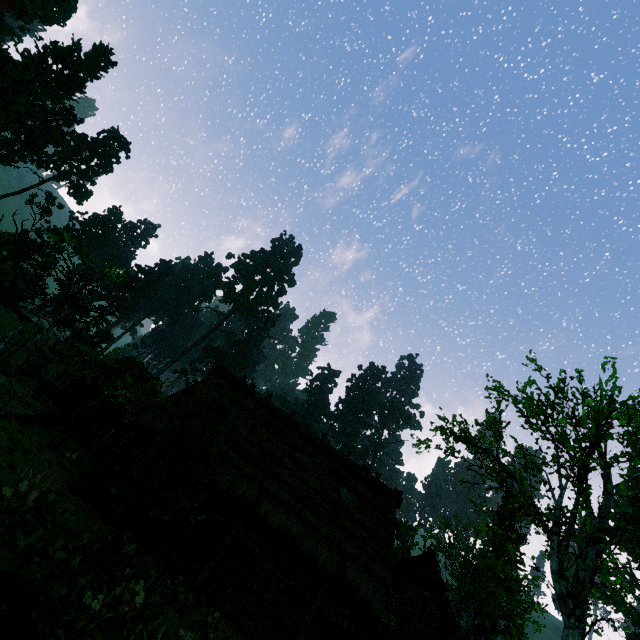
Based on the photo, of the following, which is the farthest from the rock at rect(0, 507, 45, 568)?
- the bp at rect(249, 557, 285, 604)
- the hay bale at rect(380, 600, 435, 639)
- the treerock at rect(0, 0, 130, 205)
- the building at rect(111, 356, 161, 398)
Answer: the hay bale at rect(380, 600, 435, 639)

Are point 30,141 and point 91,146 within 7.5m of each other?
no

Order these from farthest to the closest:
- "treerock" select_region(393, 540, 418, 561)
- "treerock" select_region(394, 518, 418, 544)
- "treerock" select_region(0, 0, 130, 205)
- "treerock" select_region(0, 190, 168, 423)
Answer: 1. "treerock" select_region(394, 518, 418, 544)
2. "treerock" select_region(0, 0, 130, 205)
3. "treerock" select_region(393, 540, 418, 561)
4. "treerock" select_region(0, 190, 168, 423)

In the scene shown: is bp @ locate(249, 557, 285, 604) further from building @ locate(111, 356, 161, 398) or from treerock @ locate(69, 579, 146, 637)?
treerock @ locate(69, 579, 146, 637)

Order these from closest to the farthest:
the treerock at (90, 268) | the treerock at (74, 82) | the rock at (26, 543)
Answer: the treerock at (90, 268) < the rock at (26, 543) < the treerock at (74, 82)

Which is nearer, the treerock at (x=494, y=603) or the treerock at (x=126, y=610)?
the treerock at (x=126, y=610)

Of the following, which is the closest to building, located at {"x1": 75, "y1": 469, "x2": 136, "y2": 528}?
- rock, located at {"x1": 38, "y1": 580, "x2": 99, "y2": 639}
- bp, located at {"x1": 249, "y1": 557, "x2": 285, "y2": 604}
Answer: bp, located at {"x1": 249, "y1": 557, "x2": 285, "y2": 604}

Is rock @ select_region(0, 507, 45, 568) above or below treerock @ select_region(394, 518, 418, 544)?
below
